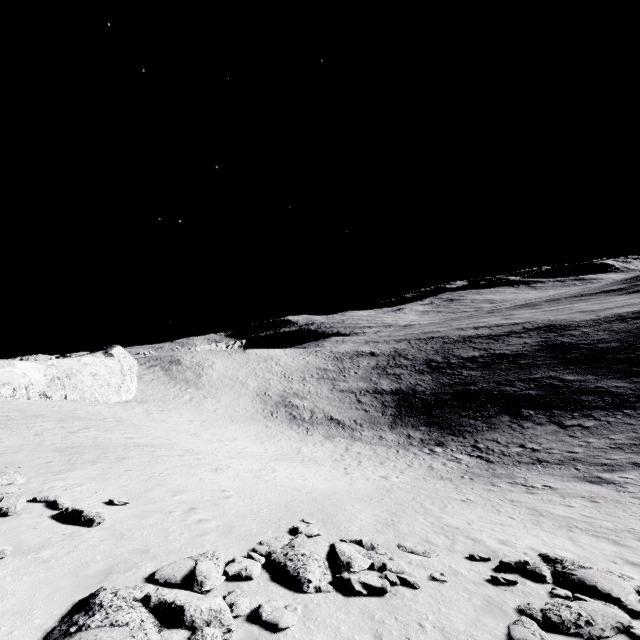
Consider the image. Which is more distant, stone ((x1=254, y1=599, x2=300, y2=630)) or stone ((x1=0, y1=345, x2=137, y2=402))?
stone ((x1=0, y1=345, x2=137, y2=402))

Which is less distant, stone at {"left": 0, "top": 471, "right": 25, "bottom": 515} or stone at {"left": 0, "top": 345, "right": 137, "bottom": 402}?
stone at {"left": 0, "top": 471, "right": 25, "bottom": 515}

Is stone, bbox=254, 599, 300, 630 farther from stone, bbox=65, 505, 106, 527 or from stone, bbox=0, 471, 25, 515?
stone, bbox=0, 471, 25, 515

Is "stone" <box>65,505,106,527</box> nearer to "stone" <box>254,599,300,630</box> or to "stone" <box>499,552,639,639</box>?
"stone" <box>254,599,300,630</box>

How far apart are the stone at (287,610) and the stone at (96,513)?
5.1m

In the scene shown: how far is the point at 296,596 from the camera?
7.8m

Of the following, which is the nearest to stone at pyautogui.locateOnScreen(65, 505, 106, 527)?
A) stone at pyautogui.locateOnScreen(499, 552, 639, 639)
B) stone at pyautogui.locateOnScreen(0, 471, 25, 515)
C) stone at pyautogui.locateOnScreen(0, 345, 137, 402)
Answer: stone at pyautogui.locateOnScreen(0, 471, 25, 515)

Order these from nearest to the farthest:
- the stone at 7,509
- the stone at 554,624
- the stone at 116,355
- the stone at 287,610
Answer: the stone at 287,610, the stone at 554,624, the stone at 7,509, the stone at 116,355
